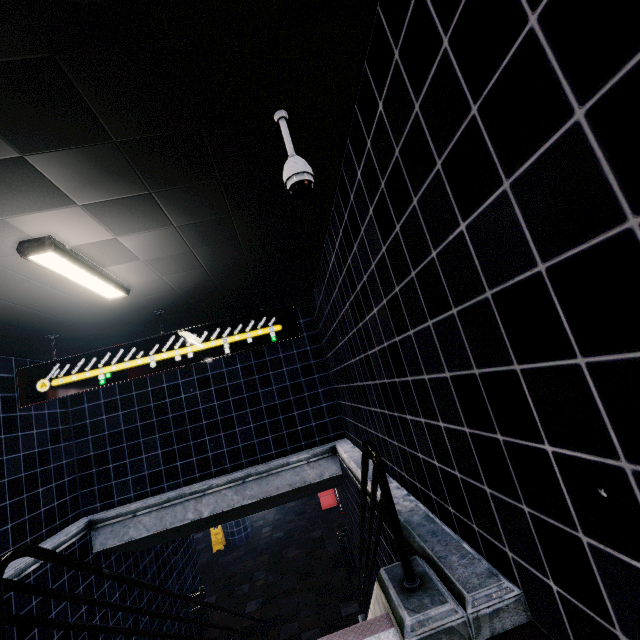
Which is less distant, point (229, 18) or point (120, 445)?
point (229, 18)
